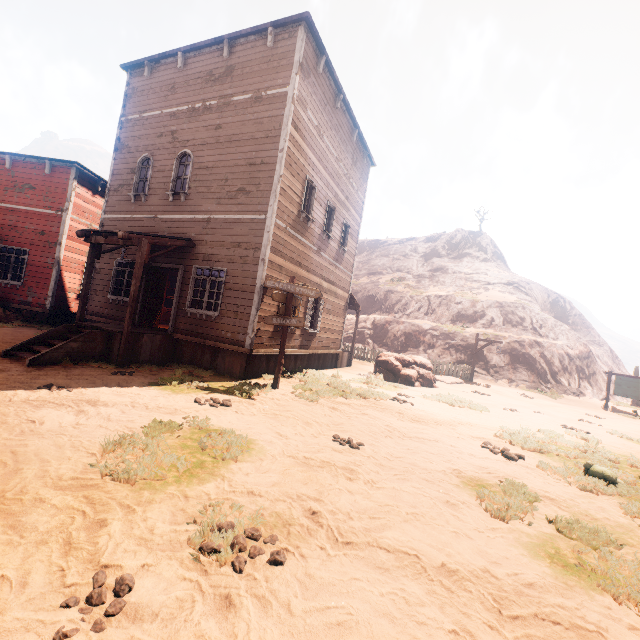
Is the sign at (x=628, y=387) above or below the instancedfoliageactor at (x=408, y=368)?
above

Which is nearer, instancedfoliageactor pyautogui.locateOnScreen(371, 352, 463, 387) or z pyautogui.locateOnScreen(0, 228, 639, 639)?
z pyautogui.locateOnScreen(0, 228, 639, 639)

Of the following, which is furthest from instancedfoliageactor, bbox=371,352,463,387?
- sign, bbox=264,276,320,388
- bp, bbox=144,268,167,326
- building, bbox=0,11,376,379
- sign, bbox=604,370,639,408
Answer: sign, bbox=604,370,639,408

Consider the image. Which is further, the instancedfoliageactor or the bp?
the instancedfoliageactor

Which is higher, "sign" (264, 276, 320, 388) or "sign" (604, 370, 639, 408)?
"sign" (264, 276, 320, 388)

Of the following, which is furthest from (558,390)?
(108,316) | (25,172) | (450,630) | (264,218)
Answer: (25,172)

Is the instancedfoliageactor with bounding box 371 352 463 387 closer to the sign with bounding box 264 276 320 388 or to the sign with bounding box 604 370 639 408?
the sign with bounding box 264 276 320 388

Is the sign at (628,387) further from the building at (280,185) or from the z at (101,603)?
the building at (280,185)
